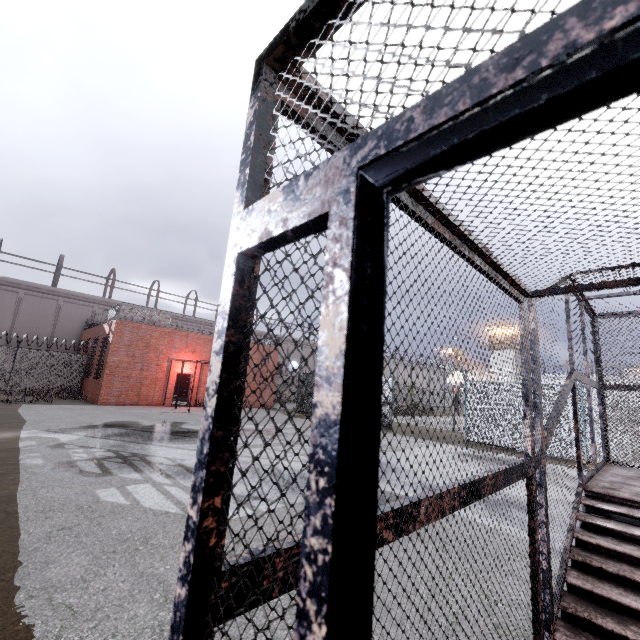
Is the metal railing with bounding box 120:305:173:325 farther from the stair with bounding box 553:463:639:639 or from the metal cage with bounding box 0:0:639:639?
the stair with bounding box 553:463:639:639

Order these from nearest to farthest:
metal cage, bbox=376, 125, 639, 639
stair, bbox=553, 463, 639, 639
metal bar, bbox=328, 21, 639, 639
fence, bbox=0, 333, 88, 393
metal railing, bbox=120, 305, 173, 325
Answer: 1. metal bar, bbox=328, 21, 639, 639
2. metal cage, bbox=376, 125, 639, 639
3. stair, bbox=553, 463, 639, 639
4. metal railing, bbox=120, 305, 173, 325
5. fence, bbox=0, 333, 88, 393

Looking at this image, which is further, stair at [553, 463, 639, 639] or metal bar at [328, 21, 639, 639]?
stair at [553, 463, 639, 639]

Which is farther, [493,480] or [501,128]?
[493,480]

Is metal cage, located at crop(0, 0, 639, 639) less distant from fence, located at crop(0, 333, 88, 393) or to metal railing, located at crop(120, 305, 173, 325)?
metal railing, located at crop(120, 305, 173, 325)

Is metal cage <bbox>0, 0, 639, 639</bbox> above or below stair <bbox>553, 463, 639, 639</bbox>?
above

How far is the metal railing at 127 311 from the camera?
19.45m

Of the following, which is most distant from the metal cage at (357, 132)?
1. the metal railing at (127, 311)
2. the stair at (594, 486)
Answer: the metal railing at (127, 311)
